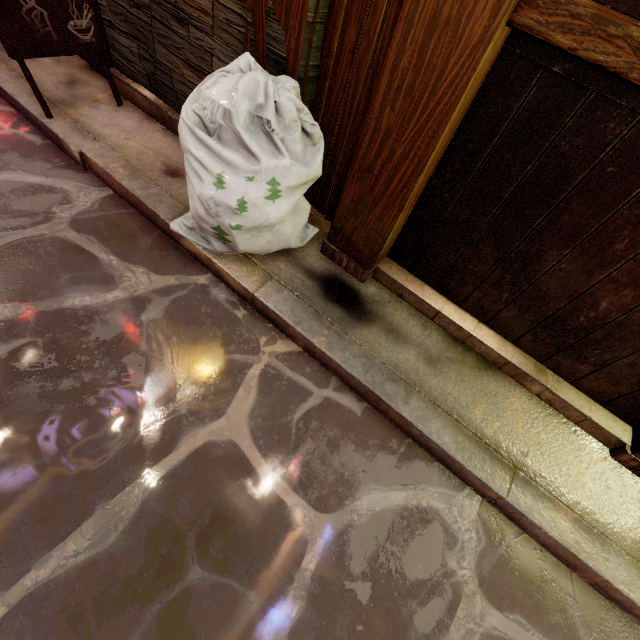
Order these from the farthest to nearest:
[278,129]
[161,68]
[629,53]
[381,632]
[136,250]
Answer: [161,68] → [136,250] → [278,129] → [381,632] → [629,53]

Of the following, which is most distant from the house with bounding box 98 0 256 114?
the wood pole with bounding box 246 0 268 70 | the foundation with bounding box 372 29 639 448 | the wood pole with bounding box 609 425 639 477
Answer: the wood pole with bounding box 609 425 639 477

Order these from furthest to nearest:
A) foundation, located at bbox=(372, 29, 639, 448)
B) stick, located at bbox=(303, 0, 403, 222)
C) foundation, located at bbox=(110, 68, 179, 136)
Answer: foundation, located at bbox=(110, 68, 179, 136), stick, located at bbox=(303, 0, 403, 222), foundation, located at bbox=(372, 29, 639, 448)

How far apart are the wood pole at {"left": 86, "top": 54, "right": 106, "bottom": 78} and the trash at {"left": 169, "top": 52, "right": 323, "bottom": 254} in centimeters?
323cm

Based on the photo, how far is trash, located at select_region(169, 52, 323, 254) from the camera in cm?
296

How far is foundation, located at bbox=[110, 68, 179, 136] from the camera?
5.0 meters

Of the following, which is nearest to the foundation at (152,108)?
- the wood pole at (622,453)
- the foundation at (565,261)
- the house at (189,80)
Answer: the house at (189,80)

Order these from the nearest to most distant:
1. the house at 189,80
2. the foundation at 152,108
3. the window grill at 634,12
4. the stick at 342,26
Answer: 1. the window grill at 634,12
2. the stick at 342,26
3. the house at 189,80
4. the foundation at 152,108
